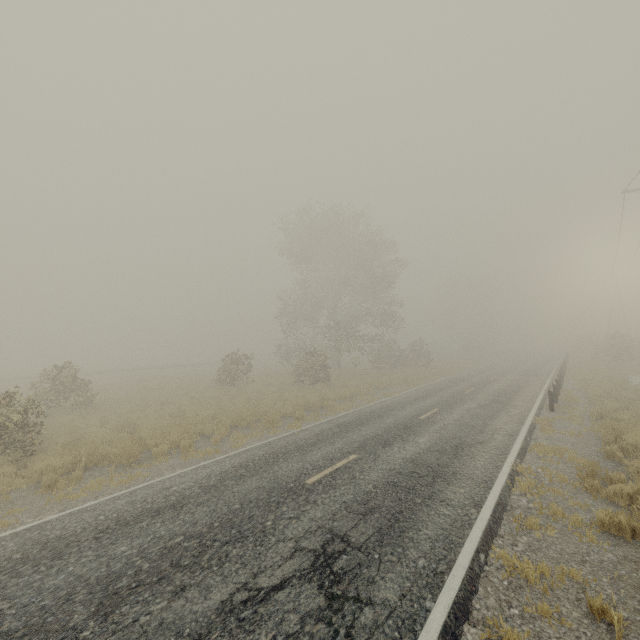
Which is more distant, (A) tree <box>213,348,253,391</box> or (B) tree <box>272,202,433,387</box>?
(B) tree <box>272,202,433,387</box>

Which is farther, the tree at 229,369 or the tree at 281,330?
the tree at 281,330

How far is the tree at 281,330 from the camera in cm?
3122

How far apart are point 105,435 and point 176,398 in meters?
8.1

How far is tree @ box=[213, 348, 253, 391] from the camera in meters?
25.0

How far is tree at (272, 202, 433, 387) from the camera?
31.2 meters
